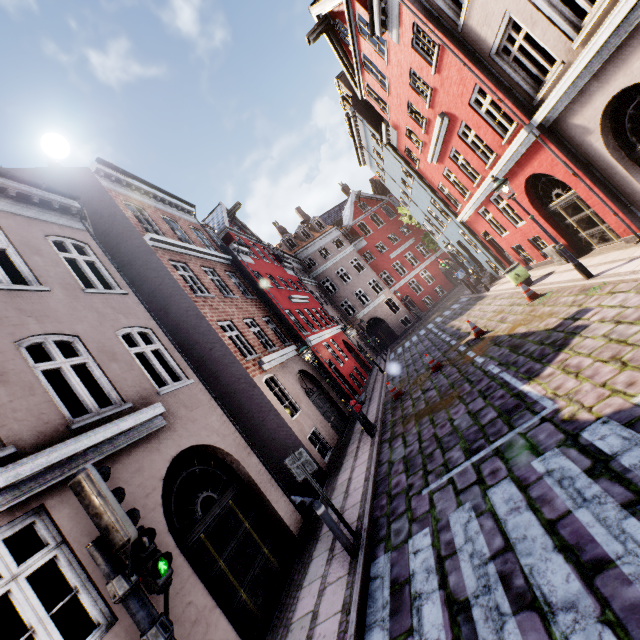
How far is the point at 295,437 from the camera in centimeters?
1052cm

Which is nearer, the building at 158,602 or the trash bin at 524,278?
the building at 158,602

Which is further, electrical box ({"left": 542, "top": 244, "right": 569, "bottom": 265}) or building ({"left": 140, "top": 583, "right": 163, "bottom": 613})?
electrical box ({"left": 542, "top": 244, "right": 569, "bottom": 265})

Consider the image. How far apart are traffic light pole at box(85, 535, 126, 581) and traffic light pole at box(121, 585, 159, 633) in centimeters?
21cm

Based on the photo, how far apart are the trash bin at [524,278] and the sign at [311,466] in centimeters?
1169cm

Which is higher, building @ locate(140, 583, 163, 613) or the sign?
building @ locate(140, 583, 163, 613)

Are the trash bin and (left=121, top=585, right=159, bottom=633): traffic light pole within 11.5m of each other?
no

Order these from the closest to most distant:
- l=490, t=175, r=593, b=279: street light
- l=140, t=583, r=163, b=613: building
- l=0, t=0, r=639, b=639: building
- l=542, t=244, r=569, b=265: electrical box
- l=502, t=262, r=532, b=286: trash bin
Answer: l=140, t=583, r=163, b=613: building, l=0, t=0, r=639, b=639: building, l=490, t=175, r=593, b=279: street light, l=542, t=244, r=569, b=265: electrical box, l=502, t=262, r=532, b=286: trash bin
